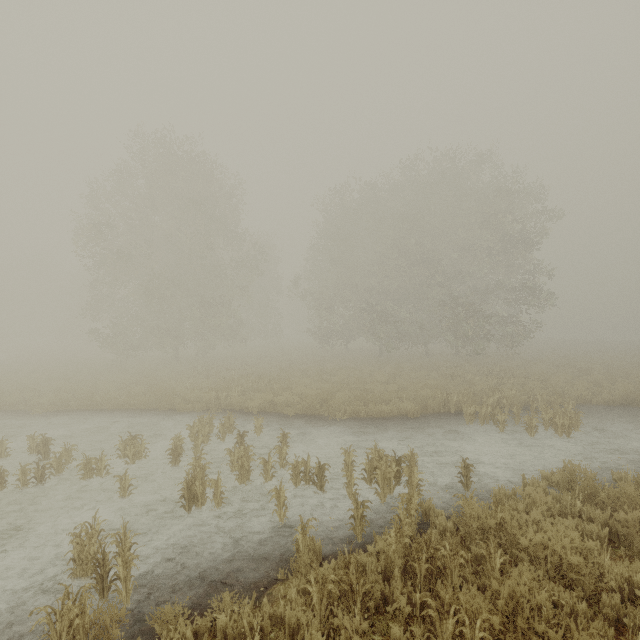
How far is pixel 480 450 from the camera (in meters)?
9.43
